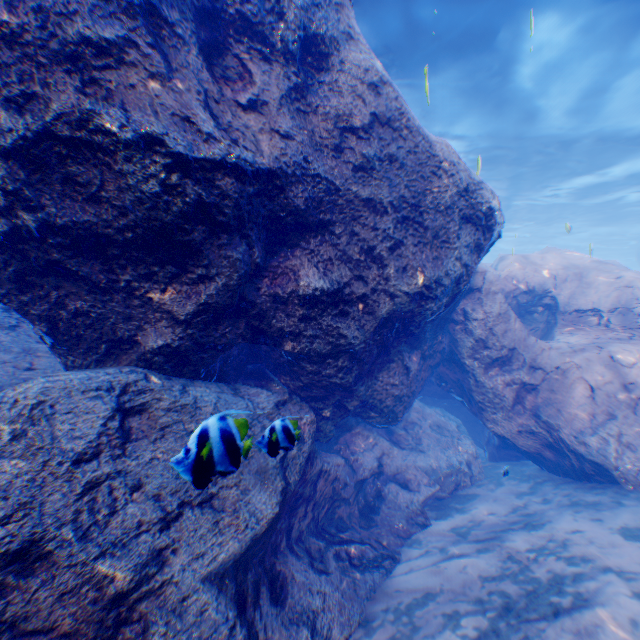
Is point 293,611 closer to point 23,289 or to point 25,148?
point 23,289

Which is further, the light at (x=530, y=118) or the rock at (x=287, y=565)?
the light at (x=530, y=118)

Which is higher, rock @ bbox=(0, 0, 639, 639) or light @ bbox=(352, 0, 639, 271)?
light @ bbox=(352, 0, 639, 271)

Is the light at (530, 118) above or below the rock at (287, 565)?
above

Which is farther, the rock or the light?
the light
